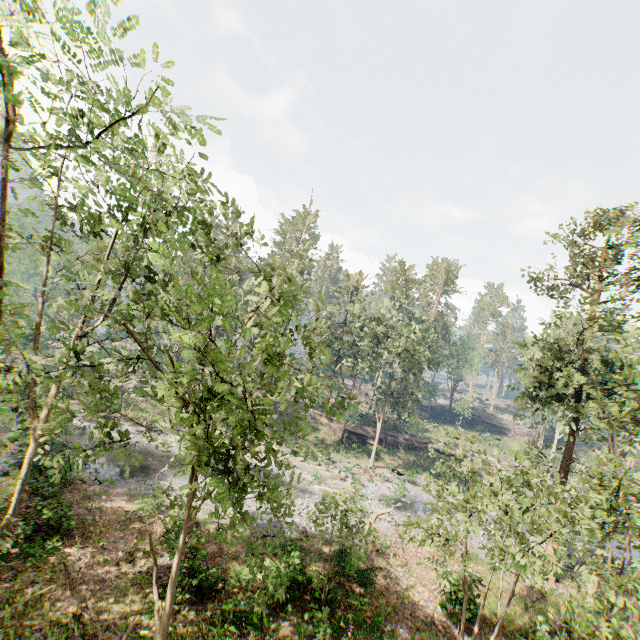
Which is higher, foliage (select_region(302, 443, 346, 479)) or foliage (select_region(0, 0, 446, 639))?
foliage (select_region(0, 0, 446, 639))

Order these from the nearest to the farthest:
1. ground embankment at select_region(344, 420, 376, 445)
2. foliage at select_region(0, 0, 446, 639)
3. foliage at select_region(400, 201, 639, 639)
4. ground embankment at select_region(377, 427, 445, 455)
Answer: foliage at select_region(0, 0, 446, 639) < foliage at select_region(400, 201, 639, 639) < ground embankment at select_region(344, 420, 376, 445) < ground embankment at select_region(377, 427, 445, 455)

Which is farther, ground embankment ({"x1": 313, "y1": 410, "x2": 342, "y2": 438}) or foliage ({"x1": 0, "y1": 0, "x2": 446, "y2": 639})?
ground embankment ({"x1": 313, "y1": 410, "x2": 342, "y2": 438})

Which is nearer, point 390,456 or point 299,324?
point 299,324

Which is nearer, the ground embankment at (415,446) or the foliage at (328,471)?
the foliage at (328,471)

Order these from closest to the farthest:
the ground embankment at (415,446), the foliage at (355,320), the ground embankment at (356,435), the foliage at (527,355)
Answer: the foliage at (355,320)
the foliage at (527,355)
the ground embankment at (356,435)
the ground embankment at (415,446)

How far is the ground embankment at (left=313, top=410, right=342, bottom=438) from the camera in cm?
4366
